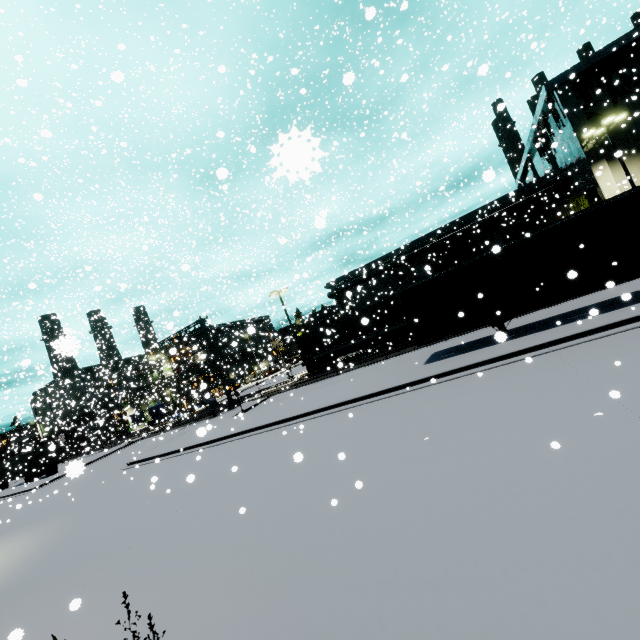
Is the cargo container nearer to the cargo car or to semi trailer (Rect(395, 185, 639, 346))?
semi trailer (Rect(395, 185, 639, 346))

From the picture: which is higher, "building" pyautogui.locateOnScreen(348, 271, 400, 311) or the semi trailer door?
"building" pyautogui.locateOnScreen(348, 271, 400, 311)

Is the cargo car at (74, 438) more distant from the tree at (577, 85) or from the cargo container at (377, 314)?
the tree at (577, 85)

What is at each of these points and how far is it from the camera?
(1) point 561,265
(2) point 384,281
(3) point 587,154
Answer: (1) semi trailer, 11.89m
(2) building, 45.50m
(3) building, 25.84m

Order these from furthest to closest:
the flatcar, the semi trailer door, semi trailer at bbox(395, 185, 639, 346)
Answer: the semi trailer door
the flatcar
semi trailer at bbox(395, 185, 639, 346)

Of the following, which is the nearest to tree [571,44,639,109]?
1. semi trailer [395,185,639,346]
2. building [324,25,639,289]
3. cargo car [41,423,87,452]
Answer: building [324,25,639,289]

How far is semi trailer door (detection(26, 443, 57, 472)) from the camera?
34.05m

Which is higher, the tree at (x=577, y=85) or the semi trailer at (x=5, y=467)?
the tree at (x=577, y=85)
